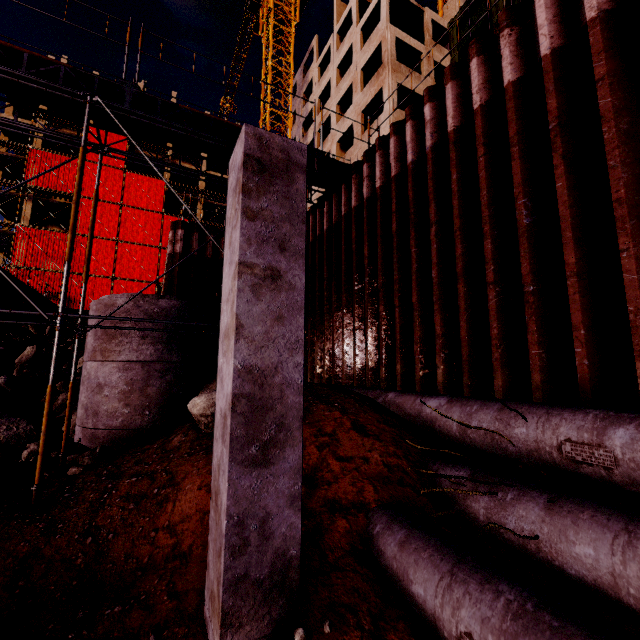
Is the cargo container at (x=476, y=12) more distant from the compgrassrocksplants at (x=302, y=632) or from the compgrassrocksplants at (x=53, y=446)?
the compgrassrocksplants at (x=53, y=446)

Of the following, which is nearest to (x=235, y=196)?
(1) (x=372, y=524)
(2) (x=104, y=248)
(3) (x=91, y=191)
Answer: (1) (x=372, y=524)

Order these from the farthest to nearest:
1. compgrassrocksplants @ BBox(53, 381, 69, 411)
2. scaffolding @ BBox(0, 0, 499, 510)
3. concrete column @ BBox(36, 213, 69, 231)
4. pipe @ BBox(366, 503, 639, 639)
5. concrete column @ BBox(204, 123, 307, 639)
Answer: concrete column @ BBox(36, 213, 69, 231)
compgrassrocksplants @ BBox(53, 381, 69, 411)
scaffolding @ BBox(0, 0, 499, 510)
concrete column @ BBox(204, 123, 307, 639)
pipe @ BBox(366, 503, 639, 639)

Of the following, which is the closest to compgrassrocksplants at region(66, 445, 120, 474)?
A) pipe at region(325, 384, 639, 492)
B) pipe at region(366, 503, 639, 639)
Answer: pipe at region(325, 384, 639, 492)

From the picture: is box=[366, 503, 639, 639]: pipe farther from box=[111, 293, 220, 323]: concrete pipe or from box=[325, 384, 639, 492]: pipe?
box=[111, 293, 220, 323]: concrete pipe

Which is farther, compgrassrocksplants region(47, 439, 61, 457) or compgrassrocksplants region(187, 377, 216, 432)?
compgrassrocksplants region(47, 439, 61, 457)

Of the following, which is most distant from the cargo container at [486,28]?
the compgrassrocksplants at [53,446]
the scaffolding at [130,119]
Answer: the compgrassrocksplants at [53,446]

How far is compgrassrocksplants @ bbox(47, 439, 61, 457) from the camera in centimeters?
645cm
